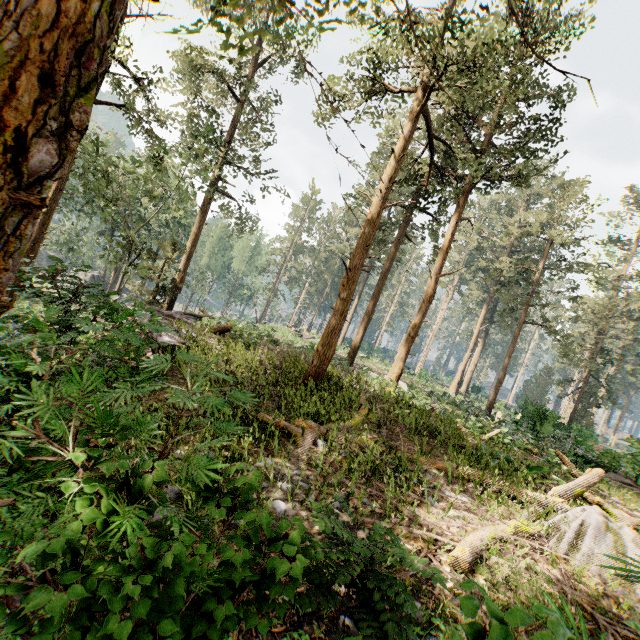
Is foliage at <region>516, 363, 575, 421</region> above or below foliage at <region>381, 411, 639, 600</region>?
above

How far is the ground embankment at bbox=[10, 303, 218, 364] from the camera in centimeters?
478cm

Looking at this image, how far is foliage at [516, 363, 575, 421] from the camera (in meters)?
20.93

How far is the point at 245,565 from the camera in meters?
2.1 m

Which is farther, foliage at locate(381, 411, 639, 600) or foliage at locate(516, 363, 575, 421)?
foliage at locate(516, 363, 575, 421)

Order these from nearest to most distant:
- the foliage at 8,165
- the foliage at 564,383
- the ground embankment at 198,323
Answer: the foliage at 8,165
the ground embankment at 198,323
the foliage at 564,383

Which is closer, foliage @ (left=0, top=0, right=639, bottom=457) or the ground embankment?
foliage @ (left=0, top=0, right=639, bottom=457)

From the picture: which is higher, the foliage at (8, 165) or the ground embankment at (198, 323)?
the foliage at (8, 165)
